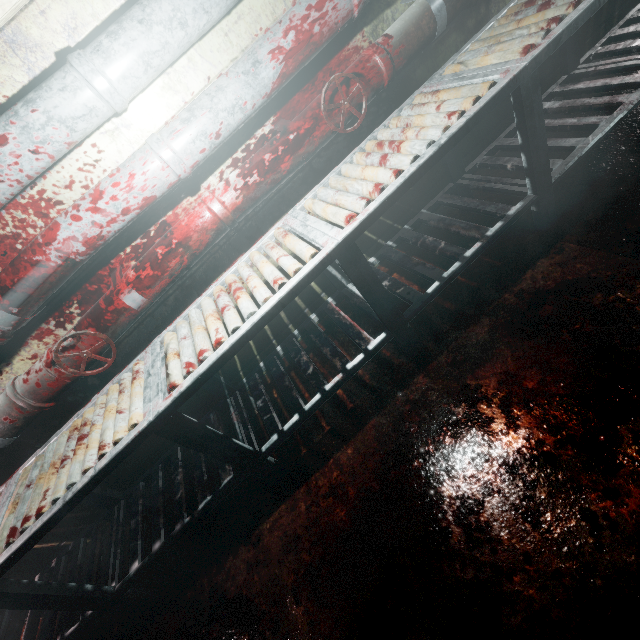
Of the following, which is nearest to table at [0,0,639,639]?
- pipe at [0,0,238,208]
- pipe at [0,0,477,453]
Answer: pipe at [0,0,477,453]

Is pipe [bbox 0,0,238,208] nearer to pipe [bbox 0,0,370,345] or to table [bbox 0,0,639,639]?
pipe [bbox 0,0,370,345]

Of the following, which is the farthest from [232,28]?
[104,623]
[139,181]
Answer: [104,623]

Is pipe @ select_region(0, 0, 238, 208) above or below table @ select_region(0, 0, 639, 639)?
above

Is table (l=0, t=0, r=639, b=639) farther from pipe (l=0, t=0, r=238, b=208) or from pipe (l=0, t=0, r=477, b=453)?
pipe (l=0, t=0, r=238, b=208)

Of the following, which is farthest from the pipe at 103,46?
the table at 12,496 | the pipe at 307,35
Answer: the table at 12,496

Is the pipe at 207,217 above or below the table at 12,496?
above

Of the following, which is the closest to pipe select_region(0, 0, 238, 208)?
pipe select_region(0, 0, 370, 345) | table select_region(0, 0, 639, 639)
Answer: pipe select_region(0, 0, 370, 345)
